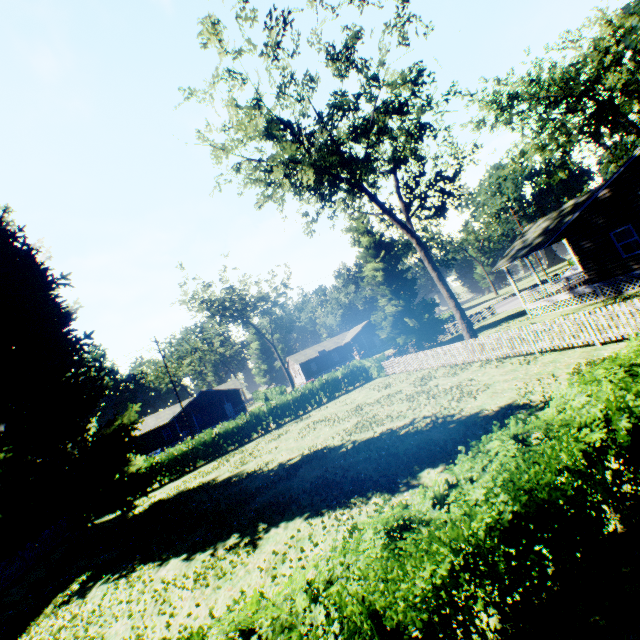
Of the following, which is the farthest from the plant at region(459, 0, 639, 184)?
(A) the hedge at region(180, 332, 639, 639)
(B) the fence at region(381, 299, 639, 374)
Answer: (A) the hedge at region(180, 332, 639, 639)

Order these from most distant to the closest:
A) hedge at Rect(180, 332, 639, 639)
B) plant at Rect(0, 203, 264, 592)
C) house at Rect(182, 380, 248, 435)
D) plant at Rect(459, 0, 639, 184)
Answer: house at Rect(182, 380, 248, 435)
plant at Rect(459, 0, 639, 184)
plant at Rect(0, 203, 264, 592)
hedge at Rect(180, 332, 639, 639)

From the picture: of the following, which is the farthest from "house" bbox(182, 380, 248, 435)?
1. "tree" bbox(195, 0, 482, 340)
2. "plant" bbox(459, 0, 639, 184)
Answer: "tree" bbox(195, 0, 482, 340)

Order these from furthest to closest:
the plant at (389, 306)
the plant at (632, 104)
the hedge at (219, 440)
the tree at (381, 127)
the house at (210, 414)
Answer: the house at (210, 414)
the plant at (389, 306)
the plant at (632, 104)
the hedge at (219, 440)
the tree at (381, 127)

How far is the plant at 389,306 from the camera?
31.4 meters

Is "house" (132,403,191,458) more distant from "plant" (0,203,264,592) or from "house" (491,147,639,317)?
"house" (491,147,639,317)

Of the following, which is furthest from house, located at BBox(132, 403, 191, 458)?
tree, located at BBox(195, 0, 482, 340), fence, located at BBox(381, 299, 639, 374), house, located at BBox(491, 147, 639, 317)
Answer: house, located at BBox(491, 147, 639, 317)

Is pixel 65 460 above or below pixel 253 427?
above
